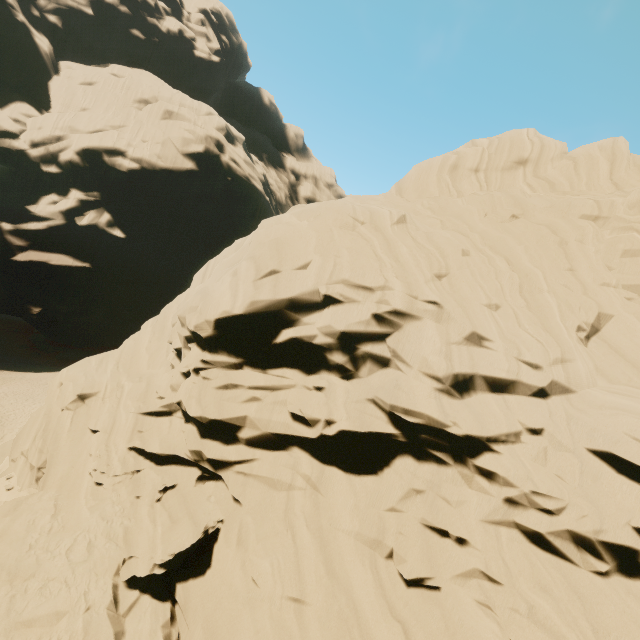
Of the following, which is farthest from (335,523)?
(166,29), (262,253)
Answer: (166,29)
